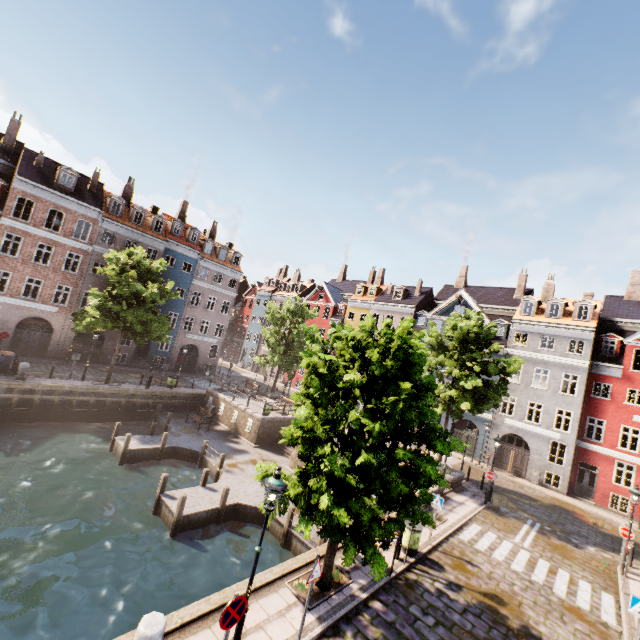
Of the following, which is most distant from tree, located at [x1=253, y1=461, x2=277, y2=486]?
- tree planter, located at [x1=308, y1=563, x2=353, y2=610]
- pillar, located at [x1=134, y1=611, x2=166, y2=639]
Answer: pillar, located at [x1=134, y1=611, x2=166, y2=639]

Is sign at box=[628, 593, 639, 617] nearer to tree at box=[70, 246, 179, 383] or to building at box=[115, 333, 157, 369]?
tree at box=[70, 246, 179, 383]

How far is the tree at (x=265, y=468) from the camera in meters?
9.1

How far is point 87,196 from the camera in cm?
2925

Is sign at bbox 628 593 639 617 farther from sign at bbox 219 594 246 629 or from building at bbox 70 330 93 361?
building at bbox 70 330 93 361

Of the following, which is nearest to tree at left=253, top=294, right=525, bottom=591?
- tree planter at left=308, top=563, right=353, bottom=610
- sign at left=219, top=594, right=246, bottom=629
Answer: tree planter at left=308, top=563, right=353, bottom=610

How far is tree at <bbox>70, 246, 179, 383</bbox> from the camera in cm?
2244

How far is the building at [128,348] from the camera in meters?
32.3 m
